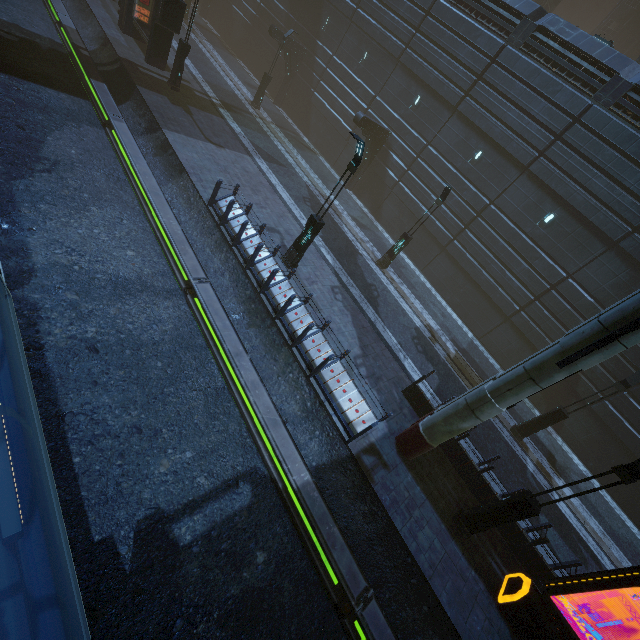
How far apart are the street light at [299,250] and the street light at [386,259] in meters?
6.7 m

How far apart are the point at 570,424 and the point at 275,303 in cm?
1812

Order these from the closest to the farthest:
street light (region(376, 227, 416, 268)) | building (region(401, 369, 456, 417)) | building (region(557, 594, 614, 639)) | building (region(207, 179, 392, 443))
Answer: building (region(557, 594, 614, 639)) → building (region(207, 179, 392, 443)) → building (region(401, 369, 456, 417)) → street light (region(376, 227, 416, 268))

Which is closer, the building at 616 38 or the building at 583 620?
the building at 583 620

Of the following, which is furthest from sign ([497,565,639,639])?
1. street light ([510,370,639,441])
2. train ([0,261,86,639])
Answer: train ([0,261,86,639])

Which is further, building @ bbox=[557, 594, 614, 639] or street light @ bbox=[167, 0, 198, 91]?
street light @ bbox=[167, 0, 198, 91]

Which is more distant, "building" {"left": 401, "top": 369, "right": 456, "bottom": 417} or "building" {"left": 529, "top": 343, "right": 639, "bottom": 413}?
"building" {"left": 529, "top": 343, "right": 639, "bottom": 413}

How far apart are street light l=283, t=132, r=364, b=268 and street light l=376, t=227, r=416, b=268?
6.7m
